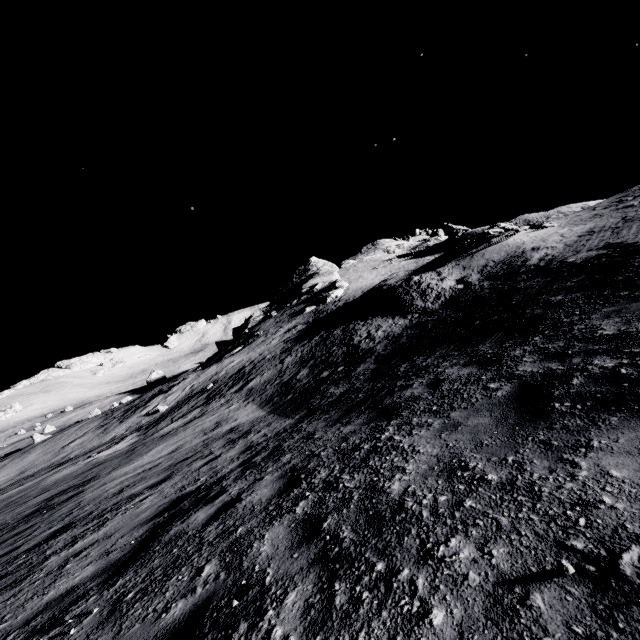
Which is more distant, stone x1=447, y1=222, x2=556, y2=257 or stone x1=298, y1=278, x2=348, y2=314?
A: stone x1=298, y1=278, x2=348, y2=314

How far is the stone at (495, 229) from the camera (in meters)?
23.12

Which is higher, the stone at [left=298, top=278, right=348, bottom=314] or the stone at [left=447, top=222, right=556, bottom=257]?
the stone at [left=447, top=222, right=556, bottom=257]

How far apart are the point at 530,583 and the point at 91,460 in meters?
22.8 m

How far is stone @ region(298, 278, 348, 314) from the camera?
46.0 meters

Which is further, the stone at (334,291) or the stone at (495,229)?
the stone at (334,291)

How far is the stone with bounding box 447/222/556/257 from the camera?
23.1m
